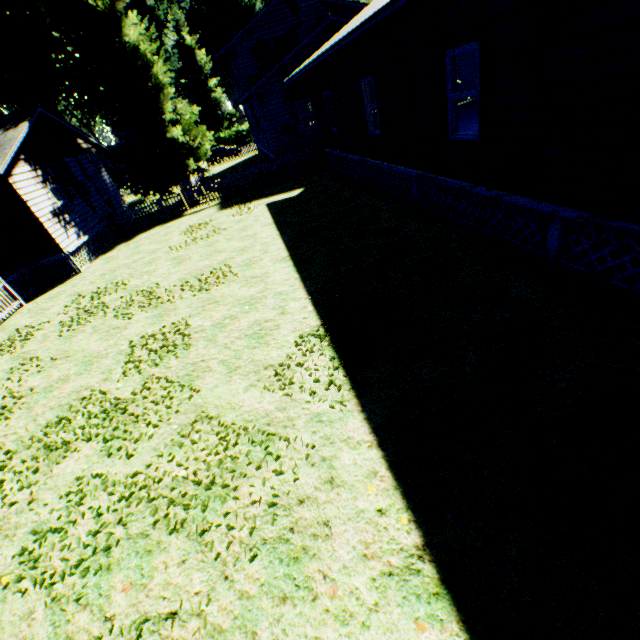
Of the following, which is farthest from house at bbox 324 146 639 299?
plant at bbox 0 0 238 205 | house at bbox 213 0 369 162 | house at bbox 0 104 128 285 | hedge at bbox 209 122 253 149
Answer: hedge at bbox 209 122 253 149

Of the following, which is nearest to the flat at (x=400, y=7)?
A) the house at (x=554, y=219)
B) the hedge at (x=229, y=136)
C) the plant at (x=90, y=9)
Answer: the house at (x=554, y=219)

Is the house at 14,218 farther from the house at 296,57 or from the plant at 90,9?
the house at 296,57

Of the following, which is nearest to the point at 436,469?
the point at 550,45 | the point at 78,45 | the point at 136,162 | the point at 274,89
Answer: the point at 550,45

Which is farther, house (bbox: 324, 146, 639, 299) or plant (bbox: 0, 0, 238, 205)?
plant (bbox: 0, 0, 238, 205)

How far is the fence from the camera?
18.9 meters

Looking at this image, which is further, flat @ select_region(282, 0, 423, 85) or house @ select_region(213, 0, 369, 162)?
house @ select_region(213, 0, 369, 162)

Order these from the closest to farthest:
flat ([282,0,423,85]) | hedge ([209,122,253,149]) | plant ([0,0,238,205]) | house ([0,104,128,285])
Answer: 1. flat ([282,0,423,85])
2. house ([0,104,128,285])
3. plant ([0,0,238,205])
4. hedge ([209,122,253,149])
